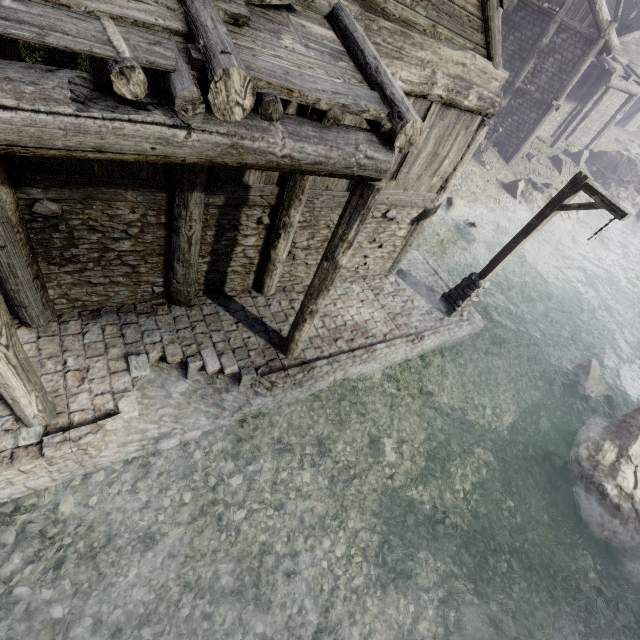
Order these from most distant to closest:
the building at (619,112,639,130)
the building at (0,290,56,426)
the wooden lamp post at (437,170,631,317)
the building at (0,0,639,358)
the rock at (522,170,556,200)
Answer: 1. the building at (619,112,639,130)
2. the rock at (522,170,556,200)
3. the wooden lamp post at (437,170,631,317)
4. the building at (0,290,56,426)
5. the building at (0,0,639,358)

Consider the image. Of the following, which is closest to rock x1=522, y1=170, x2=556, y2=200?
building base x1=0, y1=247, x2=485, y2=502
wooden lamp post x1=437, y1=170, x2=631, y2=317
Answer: building base x1=0, y1=247, x2=485, y2=502

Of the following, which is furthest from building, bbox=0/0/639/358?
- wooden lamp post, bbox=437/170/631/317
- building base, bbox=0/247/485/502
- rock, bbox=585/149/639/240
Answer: wooden lamp post, bbox=437/170/631/317

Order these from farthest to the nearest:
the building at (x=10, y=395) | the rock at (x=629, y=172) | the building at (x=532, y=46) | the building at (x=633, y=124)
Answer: the building at (x=633, y=124), the rock at (x=629, y=172), the building at (x=10, y=395), the building at (x=532, y=46)

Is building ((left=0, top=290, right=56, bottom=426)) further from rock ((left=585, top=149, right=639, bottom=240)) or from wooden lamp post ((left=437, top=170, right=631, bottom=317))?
wooden lamp post ((left=437, top=170, right=631, bottom=317))

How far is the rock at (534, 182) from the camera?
19.7m

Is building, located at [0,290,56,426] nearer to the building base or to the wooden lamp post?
the building base

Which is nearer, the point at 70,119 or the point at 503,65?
the point at 70,119
